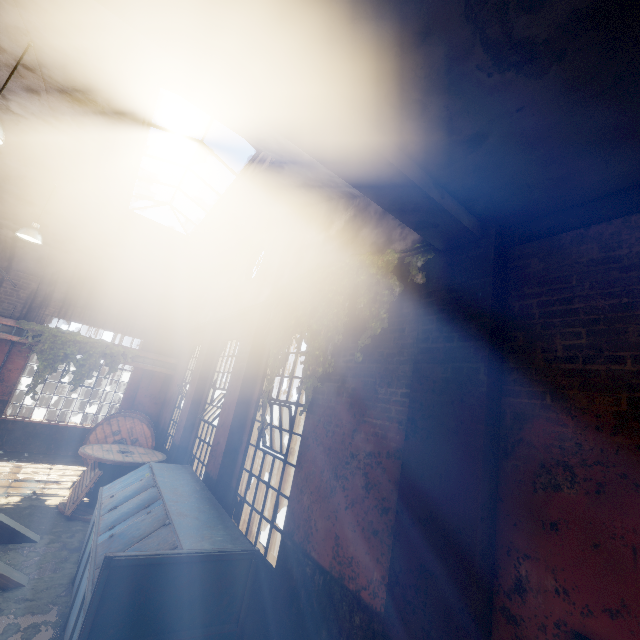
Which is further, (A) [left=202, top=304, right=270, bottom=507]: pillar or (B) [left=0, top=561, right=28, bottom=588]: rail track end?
(A) [left=202, top=304, right=270, bottom=507]: pillar

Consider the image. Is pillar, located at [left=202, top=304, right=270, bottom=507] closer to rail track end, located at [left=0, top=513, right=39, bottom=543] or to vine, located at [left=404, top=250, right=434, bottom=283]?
vine, located at [left=404, top=250, right=434, bottom=283]

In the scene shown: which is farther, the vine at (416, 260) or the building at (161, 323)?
the building at (161, 323)

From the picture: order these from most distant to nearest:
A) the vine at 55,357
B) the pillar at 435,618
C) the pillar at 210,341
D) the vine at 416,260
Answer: the vine at 55,357, the pillar at 210,341, the vine at 416,260, the pillar at 435,618

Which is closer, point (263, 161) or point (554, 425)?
point (554, 425)

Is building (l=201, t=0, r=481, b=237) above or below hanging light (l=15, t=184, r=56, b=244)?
below

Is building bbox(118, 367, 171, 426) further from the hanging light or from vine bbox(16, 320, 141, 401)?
the hanging light

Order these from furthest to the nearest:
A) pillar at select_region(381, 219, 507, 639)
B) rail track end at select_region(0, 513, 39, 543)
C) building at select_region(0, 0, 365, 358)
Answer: rail track end at select_region(0, 513, 39, 543)
building at select_region(0, 0, 365, 358)
pillar at select_region(381, 219, 507, 639)
